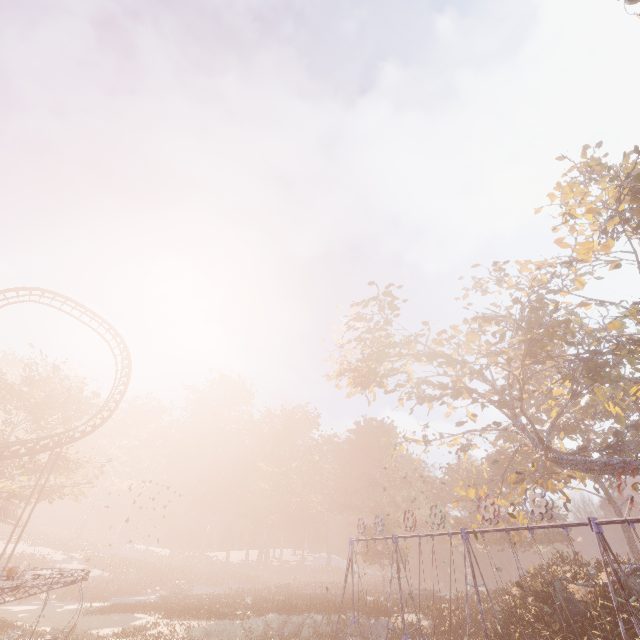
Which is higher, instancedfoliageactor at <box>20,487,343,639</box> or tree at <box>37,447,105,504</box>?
tree at <box>37,447,105,504</box>

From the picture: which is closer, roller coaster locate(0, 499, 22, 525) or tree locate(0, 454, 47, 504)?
tree locate(0, 454, 47, 504)

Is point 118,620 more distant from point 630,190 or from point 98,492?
point 630,190

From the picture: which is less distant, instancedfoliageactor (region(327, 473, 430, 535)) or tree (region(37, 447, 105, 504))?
tree (region(37, 447, 105, 504))

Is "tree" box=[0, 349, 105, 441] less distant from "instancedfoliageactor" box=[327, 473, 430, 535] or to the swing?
"instancedfoliageactor" box=[327, 473, 430, 535]

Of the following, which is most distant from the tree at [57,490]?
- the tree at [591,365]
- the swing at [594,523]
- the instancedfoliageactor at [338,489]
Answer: the tree at [591,365]

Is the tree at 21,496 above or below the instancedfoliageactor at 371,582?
above

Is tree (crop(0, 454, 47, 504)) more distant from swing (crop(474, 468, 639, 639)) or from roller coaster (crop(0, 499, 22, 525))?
swing (crop(474, 468, 639, 639))
